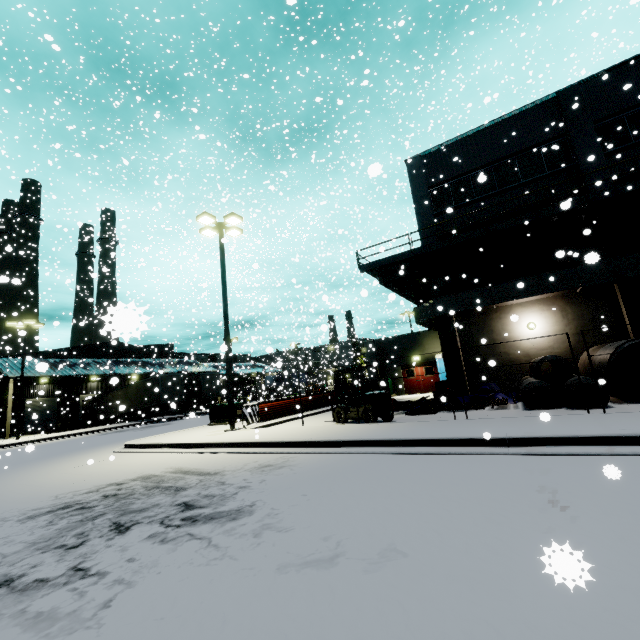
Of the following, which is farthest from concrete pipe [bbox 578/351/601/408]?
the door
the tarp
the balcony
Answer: the door

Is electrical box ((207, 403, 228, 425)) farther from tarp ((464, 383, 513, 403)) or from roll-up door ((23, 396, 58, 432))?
tarp ((464, 383, 513, 403))

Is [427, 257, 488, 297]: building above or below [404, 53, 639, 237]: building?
below

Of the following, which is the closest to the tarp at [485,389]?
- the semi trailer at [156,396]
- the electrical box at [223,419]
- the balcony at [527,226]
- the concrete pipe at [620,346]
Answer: the concrete pipe at [620,346]

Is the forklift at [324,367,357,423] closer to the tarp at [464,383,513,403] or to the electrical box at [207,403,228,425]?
the tarp at [464,383,513,403]

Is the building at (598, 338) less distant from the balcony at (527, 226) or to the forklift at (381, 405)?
the balcony at (527, 226)

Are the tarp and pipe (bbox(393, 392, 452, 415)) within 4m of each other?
yes

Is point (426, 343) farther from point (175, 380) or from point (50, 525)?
point (50, 525)
